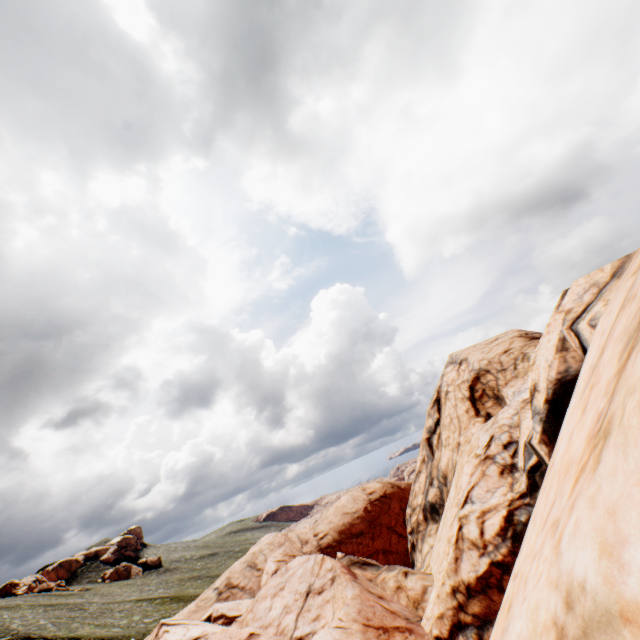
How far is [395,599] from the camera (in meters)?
12.53
